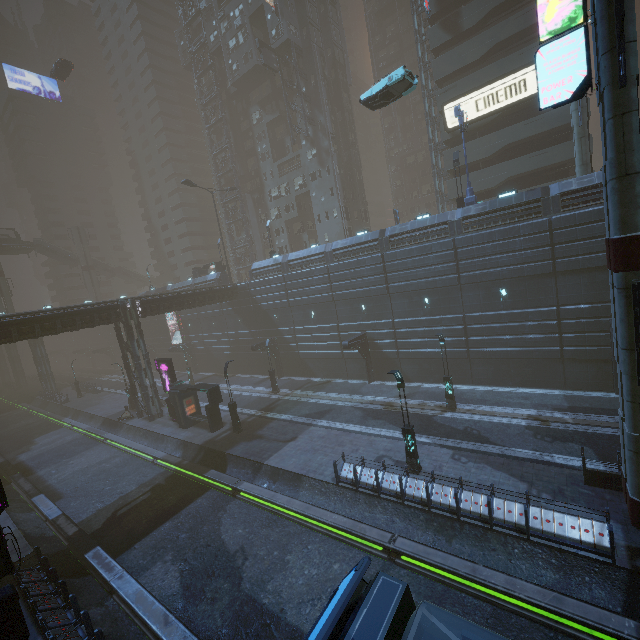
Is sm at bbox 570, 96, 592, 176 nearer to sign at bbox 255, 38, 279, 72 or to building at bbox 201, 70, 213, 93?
building at bbox 201, 70, 213, 93

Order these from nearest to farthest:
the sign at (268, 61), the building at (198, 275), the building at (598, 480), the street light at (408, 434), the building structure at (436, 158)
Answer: the building at (598, 480) → the street light at (408, 434) → the building structure at (436, 158) → the sign at (268, 61) → the building at (198, 275)

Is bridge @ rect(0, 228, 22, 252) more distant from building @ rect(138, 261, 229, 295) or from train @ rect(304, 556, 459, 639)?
train @ rect(304, 556, 459, 639)

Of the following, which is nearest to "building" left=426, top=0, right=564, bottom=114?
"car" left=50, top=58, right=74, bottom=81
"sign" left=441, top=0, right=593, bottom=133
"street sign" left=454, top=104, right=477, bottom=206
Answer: "sign" left=441, top=0, right=593, bottom=133

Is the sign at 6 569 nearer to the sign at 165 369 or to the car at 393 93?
the sign at 165 369

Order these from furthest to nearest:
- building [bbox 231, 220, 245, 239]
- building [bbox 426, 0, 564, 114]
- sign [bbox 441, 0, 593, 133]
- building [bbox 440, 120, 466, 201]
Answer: building [bbox 231, 220, 245, 239]
building [bbox 440, 120, 466, 201]
building [bbox 426, 0, 564, 114]
sign [bbox 441, 0, 593, 133]

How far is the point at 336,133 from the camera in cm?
4656

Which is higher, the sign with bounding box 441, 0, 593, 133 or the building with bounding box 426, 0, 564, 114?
the building with bounding box 426, 0, 564, 114
